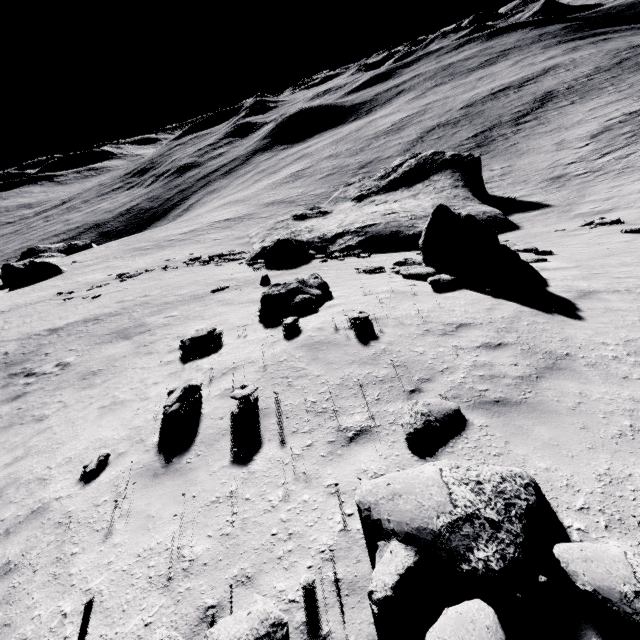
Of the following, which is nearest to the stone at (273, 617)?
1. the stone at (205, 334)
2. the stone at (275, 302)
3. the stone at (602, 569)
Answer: the stone at (602, 569)

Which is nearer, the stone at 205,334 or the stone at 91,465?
the stone at 91,465

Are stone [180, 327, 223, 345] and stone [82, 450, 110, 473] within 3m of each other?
no

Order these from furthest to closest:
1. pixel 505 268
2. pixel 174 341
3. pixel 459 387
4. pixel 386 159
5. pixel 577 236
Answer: pixel 386 159
pixel 577 236
pixel 174 341
pixel 505 268
pixel 459 387

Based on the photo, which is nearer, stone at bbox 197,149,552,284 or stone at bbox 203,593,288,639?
stone at bbox 203,593,288,639

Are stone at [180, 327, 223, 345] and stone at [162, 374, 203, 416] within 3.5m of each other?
yes

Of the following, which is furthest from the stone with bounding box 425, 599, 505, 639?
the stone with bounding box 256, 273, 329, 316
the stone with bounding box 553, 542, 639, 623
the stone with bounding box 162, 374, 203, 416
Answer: the stone with bounding box 256, 273, 329, 316

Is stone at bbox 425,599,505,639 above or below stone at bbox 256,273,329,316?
above
